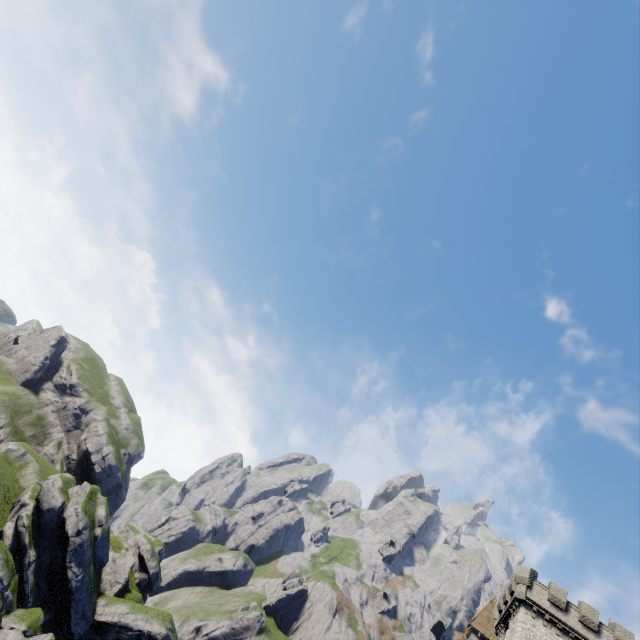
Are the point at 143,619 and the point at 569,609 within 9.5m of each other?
no
